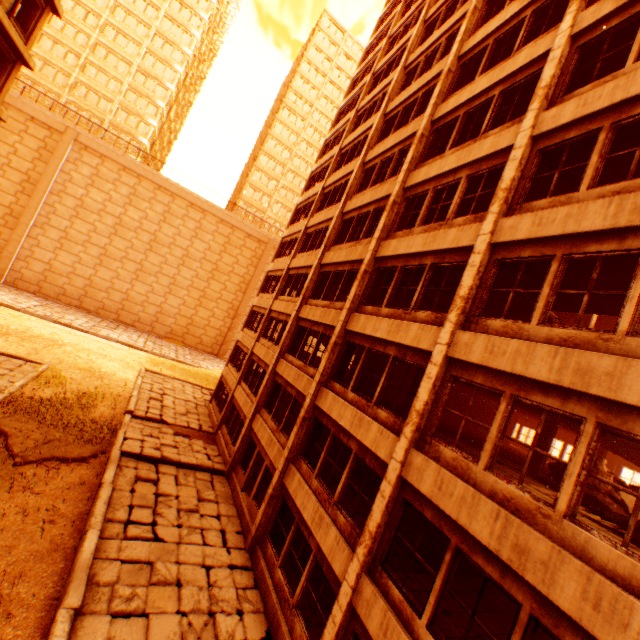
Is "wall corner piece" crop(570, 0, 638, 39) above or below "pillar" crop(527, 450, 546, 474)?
above

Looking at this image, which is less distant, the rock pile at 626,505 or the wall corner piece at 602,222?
the wall corner piece at 602,222

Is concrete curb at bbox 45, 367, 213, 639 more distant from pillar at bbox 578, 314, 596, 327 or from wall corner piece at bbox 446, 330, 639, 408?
pillar at bbox 578, 314, 596, 327

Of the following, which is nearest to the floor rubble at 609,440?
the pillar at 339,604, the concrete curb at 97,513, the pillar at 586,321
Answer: the pillar at 586,321

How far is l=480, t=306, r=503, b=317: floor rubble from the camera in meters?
13.2 m

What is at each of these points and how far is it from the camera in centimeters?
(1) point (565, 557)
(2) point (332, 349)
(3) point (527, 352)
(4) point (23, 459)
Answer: (1) wall corner piece, 457cm
(2) pillar, 1209cm
(3) wall corner piece, 613cm
(4) floor rubble, 1156cm

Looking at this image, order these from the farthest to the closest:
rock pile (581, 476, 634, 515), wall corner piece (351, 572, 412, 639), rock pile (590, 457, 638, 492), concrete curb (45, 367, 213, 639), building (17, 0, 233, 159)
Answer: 1. building (17, 0, 233, 159)
2. rock pile (590, 457, 638, 492)
3. rock pile (581, 476, 634, 515)
4. concrete curb (45, 367, 213, 639)
5. wall corner piece (351, 572, 412, 639)

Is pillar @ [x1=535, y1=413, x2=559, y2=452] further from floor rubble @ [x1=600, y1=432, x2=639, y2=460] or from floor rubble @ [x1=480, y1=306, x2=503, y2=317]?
floor rubble @ [x1=480, y1=306, x2=503, y2=317]
